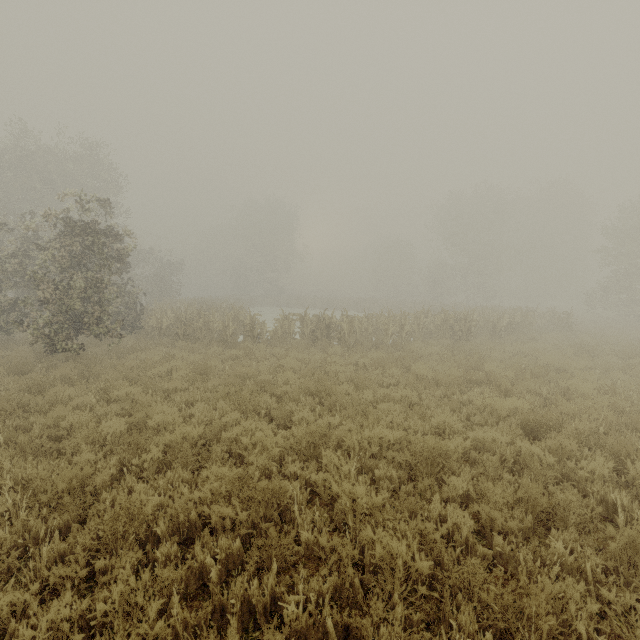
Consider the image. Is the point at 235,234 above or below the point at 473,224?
above
